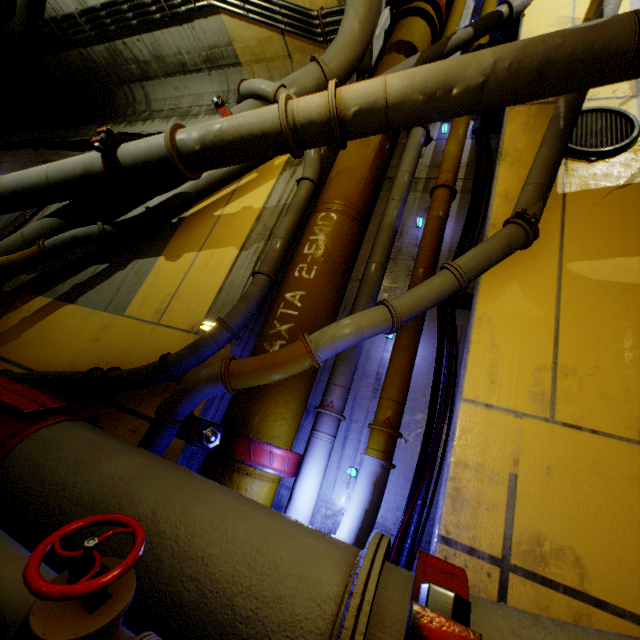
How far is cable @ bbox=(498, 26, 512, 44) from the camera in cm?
551

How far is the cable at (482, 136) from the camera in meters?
3.9 m

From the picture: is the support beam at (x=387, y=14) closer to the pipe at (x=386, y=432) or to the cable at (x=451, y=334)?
the pipe at (x=386, y=432)

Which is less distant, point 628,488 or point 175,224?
point 628,488

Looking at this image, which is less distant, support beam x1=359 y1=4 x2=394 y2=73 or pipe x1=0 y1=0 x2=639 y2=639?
pipe x1=0 y1=0 x2=639 y2=639

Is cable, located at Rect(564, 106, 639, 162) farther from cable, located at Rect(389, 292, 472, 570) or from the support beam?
the support beam
